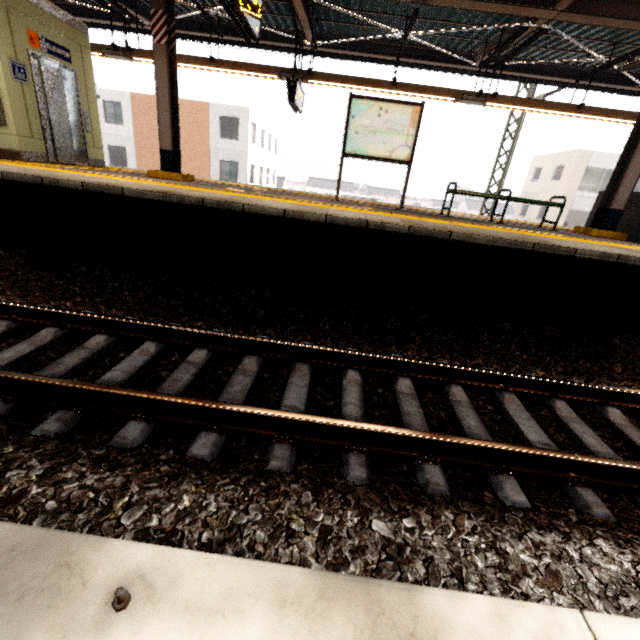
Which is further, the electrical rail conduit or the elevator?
the elevator

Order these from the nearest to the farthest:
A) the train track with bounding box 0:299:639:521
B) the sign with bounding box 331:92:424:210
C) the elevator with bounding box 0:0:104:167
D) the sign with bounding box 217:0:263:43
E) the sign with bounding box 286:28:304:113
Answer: the train track with bounding box 0:299:639:521, the sign with bounding box 217:0:263:43, the elevator with bounding box 0:0:104:167, the sign with bounding box 331:92:424:210, the sign with bounding box 286:28:304:113

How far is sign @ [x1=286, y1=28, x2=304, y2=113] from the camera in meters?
8.0 m

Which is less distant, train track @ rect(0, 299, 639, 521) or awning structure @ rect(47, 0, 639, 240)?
train track @ rect(0, 299, 639, 521)

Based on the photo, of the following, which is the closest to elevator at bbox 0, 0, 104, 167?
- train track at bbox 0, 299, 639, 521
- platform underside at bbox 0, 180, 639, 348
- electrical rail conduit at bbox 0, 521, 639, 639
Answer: platform underside at bbox 0, 180, 639, 348

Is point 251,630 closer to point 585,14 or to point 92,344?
point 92,344

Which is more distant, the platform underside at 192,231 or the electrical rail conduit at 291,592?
the platform underside at 192,231

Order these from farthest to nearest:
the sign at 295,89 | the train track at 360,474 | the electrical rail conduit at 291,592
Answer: the sign at 295,89
the train track at 360,474
the electrical rail conduit at 291,592
